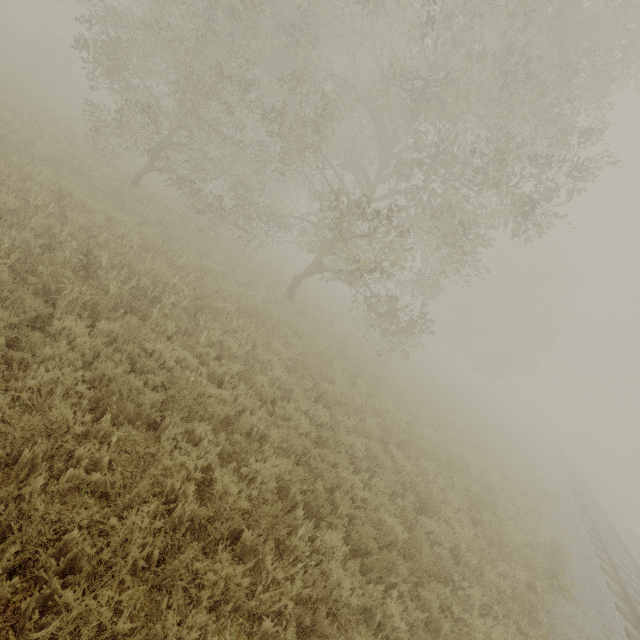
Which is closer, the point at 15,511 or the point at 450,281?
the point at 15,511
